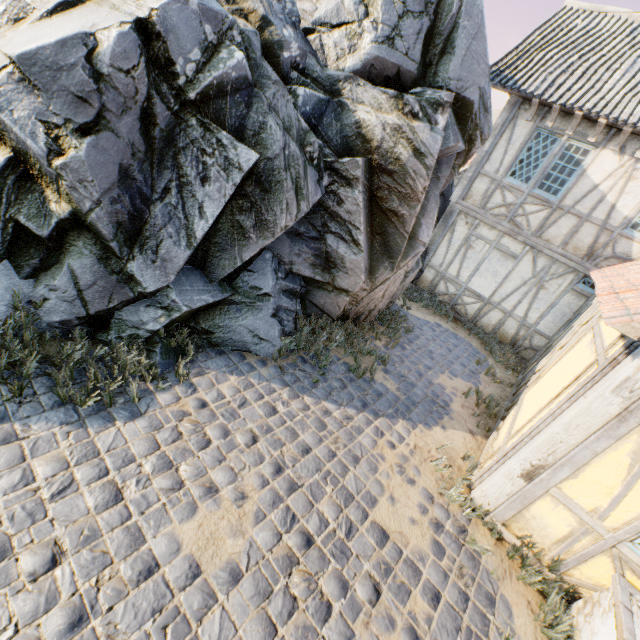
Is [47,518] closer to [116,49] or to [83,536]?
[83,536]

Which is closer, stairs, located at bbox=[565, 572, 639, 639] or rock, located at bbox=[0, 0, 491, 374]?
stairs, located at bbox=[565, 572, 639, 639]

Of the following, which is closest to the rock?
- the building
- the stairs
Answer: the stairs

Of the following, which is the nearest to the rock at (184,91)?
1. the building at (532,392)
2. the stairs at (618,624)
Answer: the stairs at (618,624)

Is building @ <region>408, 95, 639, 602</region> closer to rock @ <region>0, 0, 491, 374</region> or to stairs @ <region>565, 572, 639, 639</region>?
stairs @ <region>565, 572, 639, 639</region>
